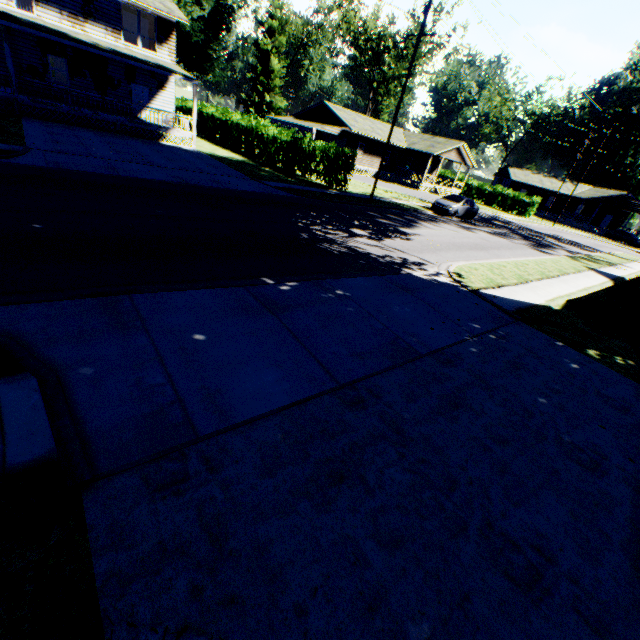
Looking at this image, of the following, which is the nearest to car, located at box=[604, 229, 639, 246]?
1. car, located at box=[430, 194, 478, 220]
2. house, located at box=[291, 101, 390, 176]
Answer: house, located at box=[291, 101, 390, 176]

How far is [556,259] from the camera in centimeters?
1939cm

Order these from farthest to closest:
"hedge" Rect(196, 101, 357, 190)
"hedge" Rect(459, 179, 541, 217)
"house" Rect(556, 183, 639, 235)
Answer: "house" Rect(556, 183, 639, 235) → "hedge" Rect(459, 179, 541, 217) → "hedge" Rect(196, 101, 357, 190)

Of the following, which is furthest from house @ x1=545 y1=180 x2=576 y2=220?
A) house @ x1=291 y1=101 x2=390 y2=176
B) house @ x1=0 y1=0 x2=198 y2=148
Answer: house @ x1=0 y1=0 x2=198 y2=148

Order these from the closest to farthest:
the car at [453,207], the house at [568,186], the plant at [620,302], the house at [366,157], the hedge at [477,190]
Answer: the plant at [620,302] < the car at [453,207] < the house at [366,157] < the hedge at [477,190] < the house at [568,186]

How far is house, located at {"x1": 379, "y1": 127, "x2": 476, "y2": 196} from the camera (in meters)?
41.34

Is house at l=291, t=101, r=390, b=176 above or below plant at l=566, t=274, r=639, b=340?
above

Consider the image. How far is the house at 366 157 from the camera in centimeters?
3753cm
